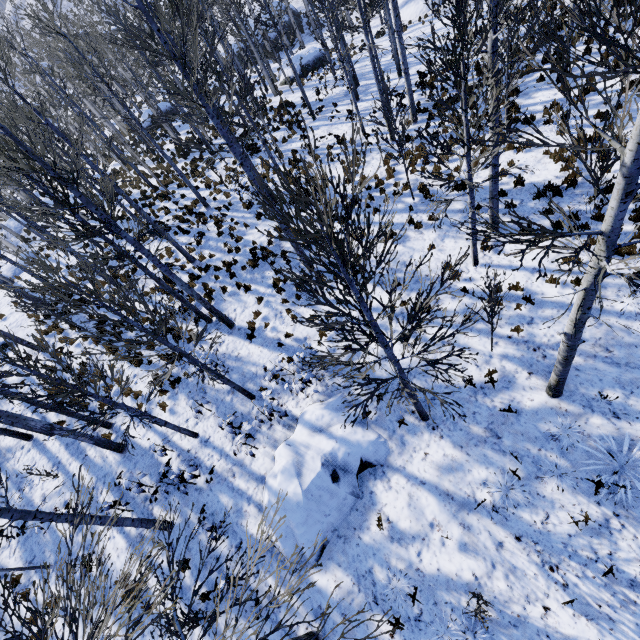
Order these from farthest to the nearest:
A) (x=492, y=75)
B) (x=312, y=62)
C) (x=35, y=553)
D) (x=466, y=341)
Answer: (x=312, y=62) < (x=35, y=553) < (x=466, y=341) < (x=492, y=75)

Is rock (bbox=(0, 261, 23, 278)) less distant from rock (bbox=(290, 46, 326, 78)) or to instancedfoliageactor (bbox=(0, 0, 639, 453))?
instancedfoliageactor (bbox=(0, 0, 639, 453))

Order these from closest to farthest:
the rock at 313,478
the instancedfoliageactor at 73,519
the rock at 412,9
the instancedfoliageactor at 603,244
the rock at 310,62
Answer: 1. the instancedfoliageactor at 73,519
2. the instancedfoliageactor at 603,244
3. the rock at 313,478
4. the rock at 310,62
5. the rock at 412,9

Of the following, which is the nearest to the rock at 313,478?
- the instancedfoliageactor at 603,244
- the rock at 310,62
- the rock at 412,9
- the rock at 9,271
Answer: the instancedfoliageactor at 603,244

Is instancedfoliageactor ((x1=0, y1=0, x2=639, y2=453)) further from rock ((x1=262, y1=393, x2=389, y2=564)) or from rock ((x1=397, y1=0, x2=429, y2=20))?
rock ((x1=397, y1=0, x2=429, y2=20))

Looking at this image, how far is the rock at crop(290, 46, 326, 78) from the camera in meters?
24.7 m

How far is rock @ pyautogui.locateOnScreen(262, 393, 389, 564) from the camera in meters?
7.2

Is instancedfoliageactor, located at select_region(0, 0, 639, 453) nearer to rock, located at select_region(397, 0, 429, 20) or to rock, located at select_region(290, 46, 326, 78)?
rock, located at select_region(290, 46, 326, 78)
